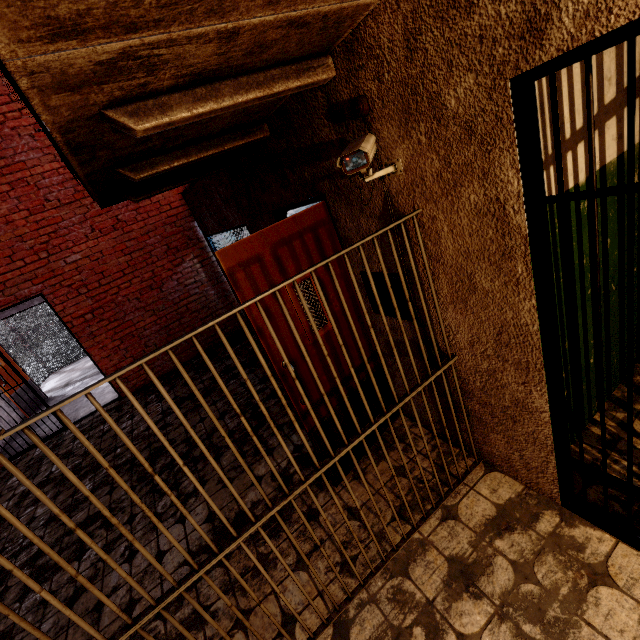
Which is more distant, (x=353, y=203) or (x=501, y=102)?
(x=353, y=203)

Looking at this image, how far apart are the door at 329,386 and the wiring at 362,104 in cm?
60

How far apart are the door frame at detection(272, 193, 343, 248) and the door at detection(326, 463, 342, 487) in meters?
0.1

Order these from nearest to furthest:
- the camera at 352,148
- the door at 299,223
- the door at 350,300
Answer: the camera at 352,148 → the door at 299,223 → the door at 350,300

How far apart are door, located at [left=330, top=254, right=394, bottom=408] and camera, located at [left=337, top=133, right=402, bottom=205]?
0.49m

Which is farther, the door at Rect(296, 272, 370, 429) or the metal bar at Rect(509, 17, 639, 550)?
the door at Rect(296, 272, 370, 429)

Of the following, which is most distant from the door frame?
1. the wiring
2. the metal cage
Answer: the metal cage

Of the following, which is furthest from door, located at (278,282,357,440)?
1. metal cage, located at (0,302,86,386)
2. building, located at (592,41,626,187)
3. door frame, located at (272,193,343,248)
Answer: metal cage, located at (0,302,86,386)
